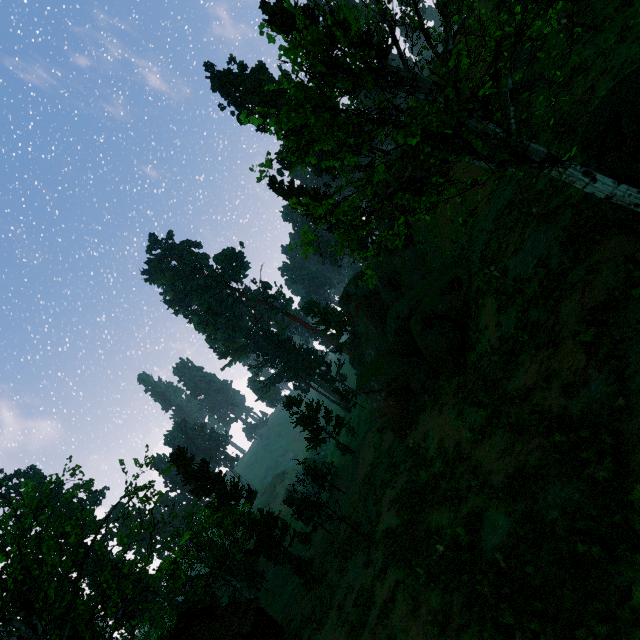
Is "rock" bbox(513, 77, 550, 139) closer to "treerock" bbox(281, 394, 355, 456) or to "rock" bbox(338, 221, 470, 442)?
"rock" bbox(338, 221, 470, 442)

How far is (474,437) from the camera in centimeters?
1232cm

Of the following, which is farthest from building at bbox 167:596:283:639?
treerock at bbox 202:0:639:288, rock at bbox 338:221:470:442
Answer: rock at bbox 338:221:470:442

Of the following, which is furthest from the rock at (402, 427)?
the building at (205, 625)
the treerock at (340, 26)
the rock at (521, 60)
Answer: the building at (205, 625)

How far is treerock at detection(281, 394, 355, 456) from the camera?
40.1 meters

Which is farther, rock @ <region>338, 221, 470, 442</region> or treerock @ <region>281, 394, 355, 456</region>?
treerock @ <region>281, 394, 355, 456</region>

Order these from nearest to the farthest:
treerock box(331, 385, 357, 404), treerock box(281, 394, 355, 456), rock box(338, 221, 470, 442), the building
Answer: rock box(338, 221, 470, 442) < the building < treerock box(281, 394, 355, 456) < treerock box(331, 385, 357, 404)

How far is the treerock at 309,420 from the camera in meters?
40.1 m
